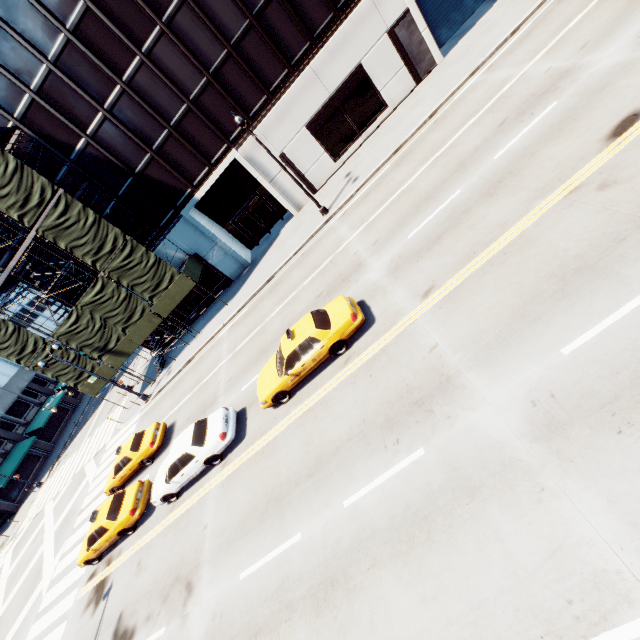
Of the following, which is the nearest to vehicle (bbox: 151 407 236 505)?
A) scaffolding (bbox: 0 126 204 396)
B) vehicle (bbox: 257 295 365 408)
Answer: vehicle (bbox: 257 295 365 408)

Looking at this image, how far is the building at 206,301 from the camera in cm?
2689

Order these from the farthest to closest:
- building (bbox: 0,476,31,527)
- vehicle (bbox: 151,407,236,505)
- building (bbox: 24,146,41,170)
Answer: building (bbox: 0,476,31,527), building (bbox: 24,146,41,170), vehicle (bbox: 151,407,236,505)

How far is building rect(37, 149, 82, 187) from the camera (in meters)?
20.36

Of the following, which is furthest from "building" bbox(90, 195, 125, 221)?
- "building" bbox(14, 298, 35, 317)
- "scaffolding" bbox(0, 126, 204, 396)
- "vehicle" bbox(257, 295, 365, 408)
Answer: "building" bbox(14, 298, 35, 317)

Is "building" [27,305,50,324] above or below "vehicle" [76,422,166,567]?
above

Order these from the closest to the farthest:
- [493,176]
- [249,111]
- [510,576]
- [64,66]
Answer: [510,576] → [493,176] → [64,66] → [249,111]

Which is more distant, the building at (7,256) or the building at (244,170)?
the building at (7,256)
